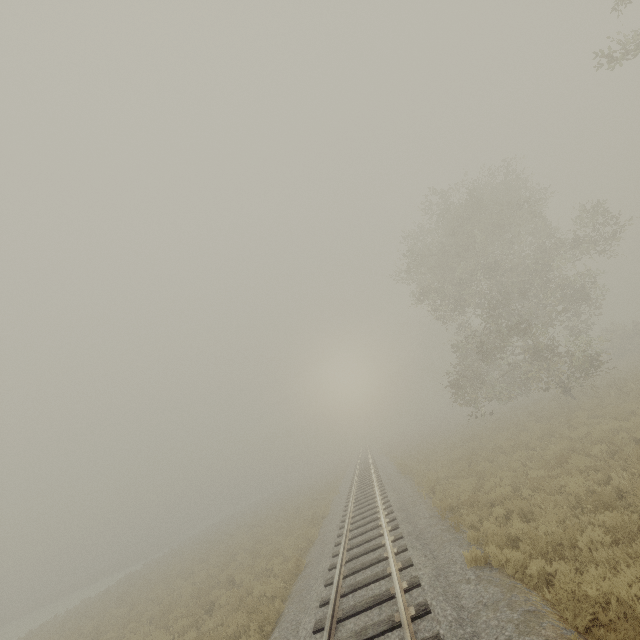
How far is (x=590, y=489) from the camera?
8.84m
